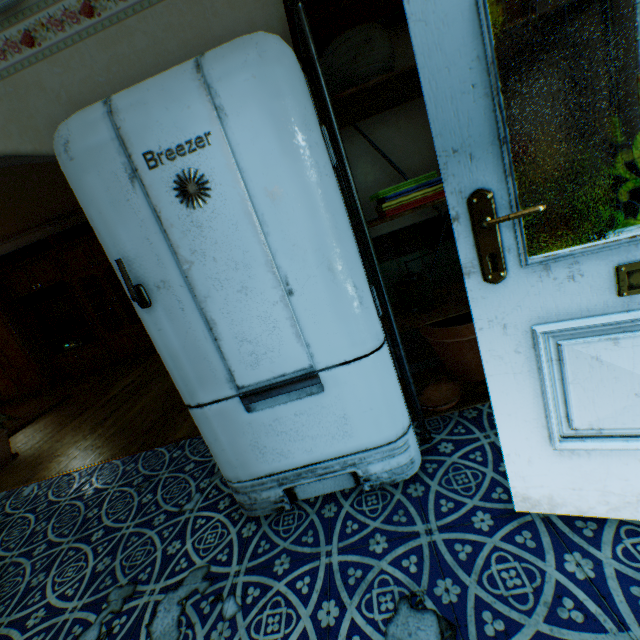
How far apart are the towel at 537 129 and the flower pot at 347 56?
0.6 meters

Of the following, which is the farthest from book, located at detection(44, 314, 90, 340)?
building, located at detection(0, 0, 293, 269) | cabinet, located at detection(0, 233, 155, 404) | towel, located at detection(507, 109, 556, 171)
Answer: towel, located at detection(507, 109, 556, 171)

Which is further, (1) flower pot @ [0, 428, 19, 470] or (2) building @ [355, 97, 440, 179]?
(1) flower pot @ [0, 428, 19, 470]

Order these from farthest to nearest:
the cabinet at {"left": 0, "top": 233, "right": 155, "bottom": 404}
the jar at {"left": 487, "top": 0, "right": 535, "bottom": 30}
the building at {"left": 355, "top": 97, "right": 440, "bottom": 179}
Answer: the cabinet at {"left": 0, "top": 233, "right": 155, "bottom": 404} < the building at {"left": 355, "top": 97, "right": 440, "bottom": 179} < the jar at {"left": 487, "top": 0, "right": 535, "bottom": 30}

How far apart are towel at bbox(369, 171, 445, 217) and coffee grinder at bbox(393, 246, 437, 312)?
0.4 meters

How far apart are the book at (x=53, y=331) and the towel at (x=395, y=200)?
7.42m

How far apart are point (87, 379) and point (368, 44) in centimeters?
762cm

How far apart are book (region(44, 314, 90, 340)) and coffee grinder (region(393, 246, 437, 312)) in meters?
7.3
